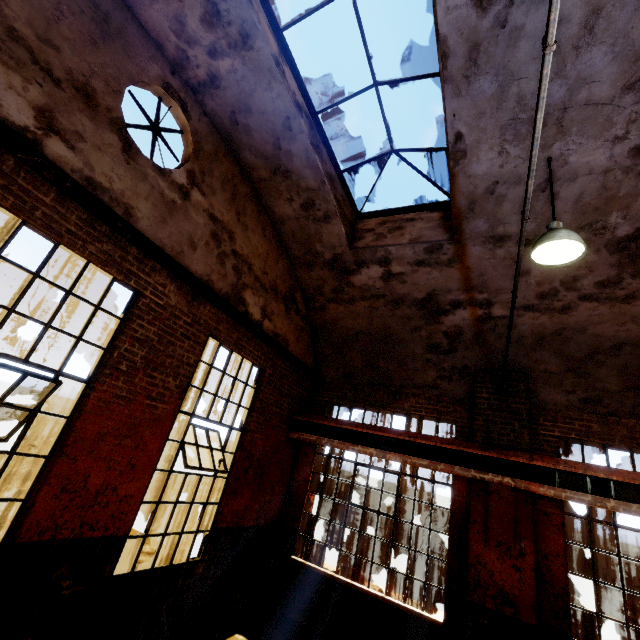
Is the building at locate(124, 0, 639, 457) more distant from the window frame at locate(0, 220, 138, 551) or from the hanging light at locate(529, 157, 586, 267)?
the window frame at locate(0, 220, 138, 551)

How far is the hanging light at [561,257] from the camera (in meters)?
3.66

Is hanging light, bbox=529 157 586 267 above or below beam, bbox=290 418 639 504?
above

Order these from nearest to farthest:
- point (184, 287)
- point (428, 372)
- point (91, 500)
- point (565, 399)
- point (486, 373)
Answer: point (91, 500), point (184, 287), point (565, 399), point (486, 373), point (428, 372)

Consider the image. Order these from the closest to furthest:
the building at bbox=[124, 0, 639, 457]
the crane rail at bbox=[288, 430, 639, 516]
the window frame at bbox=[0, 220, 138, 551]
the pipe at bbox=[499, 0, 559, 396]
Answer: the pipe at bbox=[499, 0, 559, 396] → the window frame at bbox=[0, 220, 138, 551] → the building at bbox=[124, 0, 639, 457] → the crane rail at bbox=[288, 430, 639, 516]

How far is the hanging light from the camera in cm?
366

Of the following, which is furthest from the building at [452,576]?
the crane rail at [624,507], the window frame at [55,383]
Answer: the window frame at [55,383]

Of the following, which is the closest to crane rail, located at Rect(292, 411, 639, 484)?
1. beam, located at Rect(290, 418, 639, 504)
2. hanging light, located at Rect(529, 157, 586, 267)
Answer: beam, located at Rect(290, 418, 639, 504)
